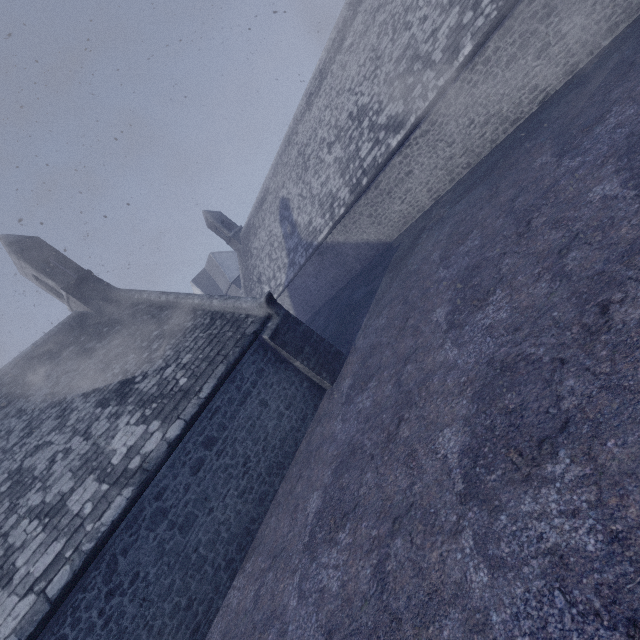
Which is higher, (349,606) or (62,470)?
(62,470)
